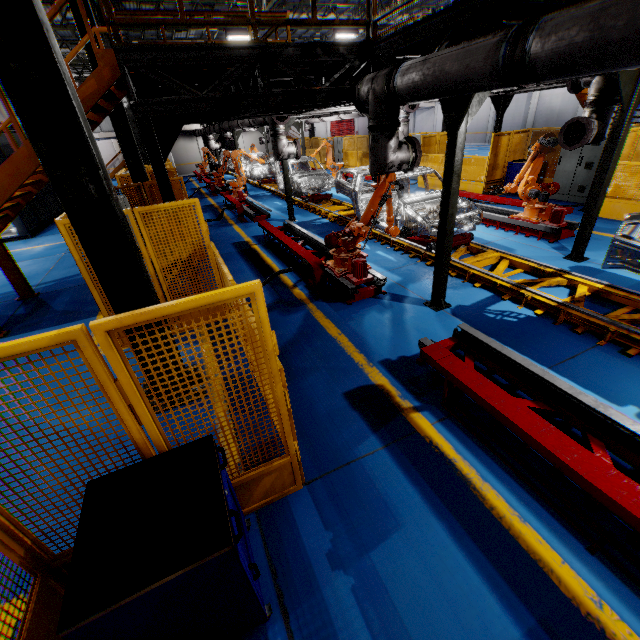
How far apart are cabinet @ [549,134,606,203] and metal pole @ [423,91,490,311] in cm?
839

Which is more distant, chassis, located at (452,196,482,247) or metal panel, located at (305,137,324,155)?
metal panel, located at (305,137,324,155)

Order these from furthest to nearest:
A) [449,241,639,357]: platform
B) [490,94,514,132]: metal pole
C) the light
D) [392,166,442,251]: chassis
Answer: the light < [490,94,514,132]: metal pole < [392,166,442,251]: chassis < [449,241,639,357]: platform

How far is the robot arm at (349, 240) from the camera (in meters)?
6.24

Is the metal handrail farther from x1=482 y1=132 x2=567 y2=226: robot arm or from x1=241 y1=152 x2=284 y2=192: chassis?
x1=241 y1=152 x2=284 y2=192: chassis

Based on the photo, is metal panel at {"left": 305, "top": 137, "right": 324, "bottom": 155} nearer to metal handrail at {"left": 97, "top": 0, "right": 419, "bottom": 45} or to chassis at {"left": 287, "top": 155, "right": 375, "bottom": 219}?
metal handrail at {"left": 97, "top": 0, "right": 419, "bottom": 45}

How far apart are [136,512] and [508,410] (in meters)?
3.09

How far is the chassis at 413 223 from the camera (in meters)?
7.52
